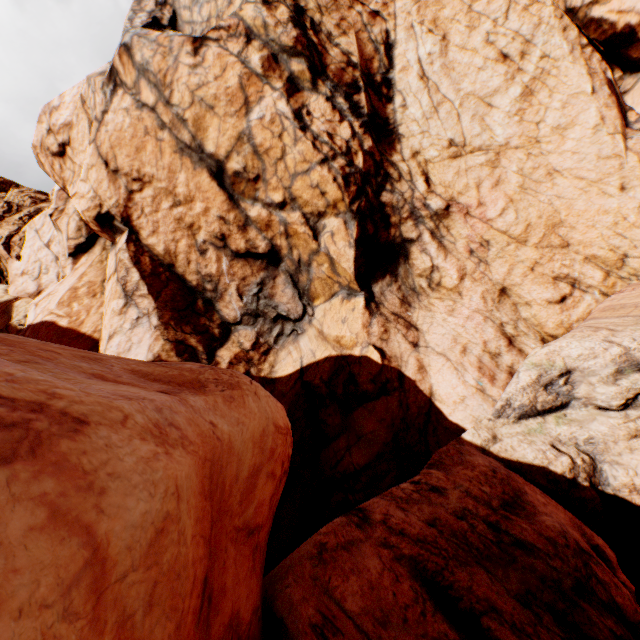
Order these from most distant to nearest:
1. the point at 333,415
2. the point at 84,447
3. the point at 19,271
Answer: the point at 19,271
the point at 333,415
the point at 84,447
